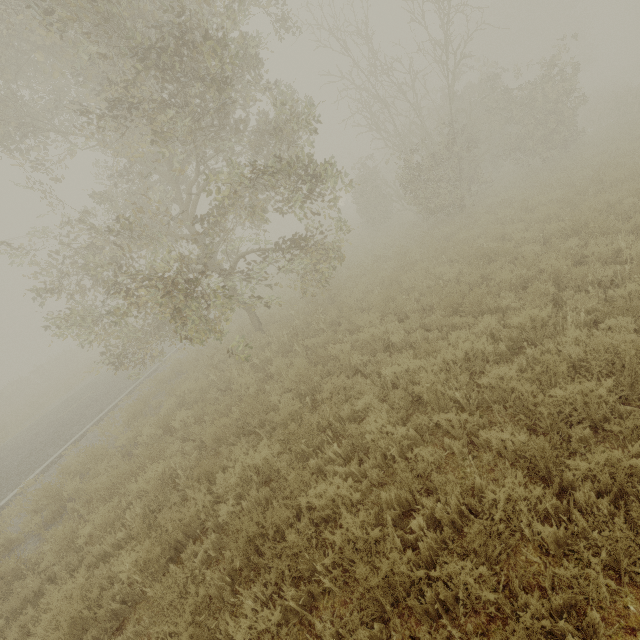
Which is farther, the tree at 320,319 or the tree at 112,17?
the tree at 320,319

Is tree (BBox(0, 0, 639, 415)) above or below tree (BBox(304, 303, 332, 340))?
above

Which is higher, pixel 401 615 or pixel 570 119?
pixel 570 119

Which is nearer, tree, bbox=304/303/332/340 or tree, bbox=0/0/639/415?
tree, bbox=0/0/639/415

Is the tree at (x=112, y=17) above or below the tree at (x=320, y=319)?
above

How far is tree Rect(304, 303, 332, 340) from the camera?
8.9m
